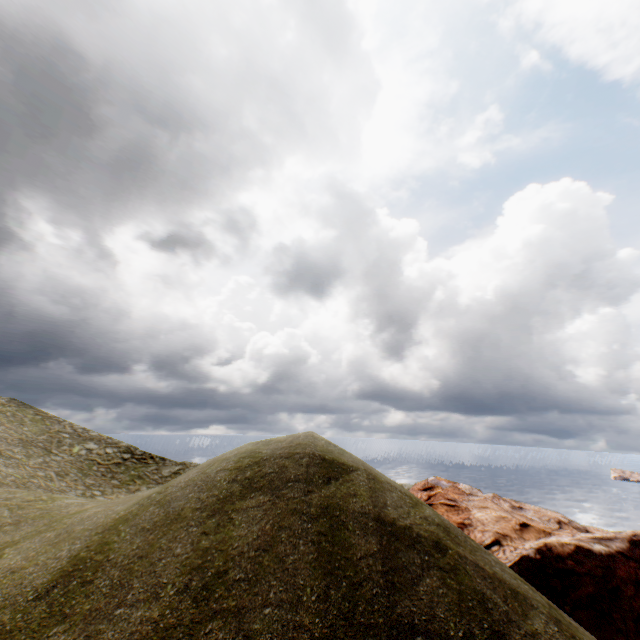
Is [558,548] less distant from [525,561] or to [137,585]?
[525,561]
